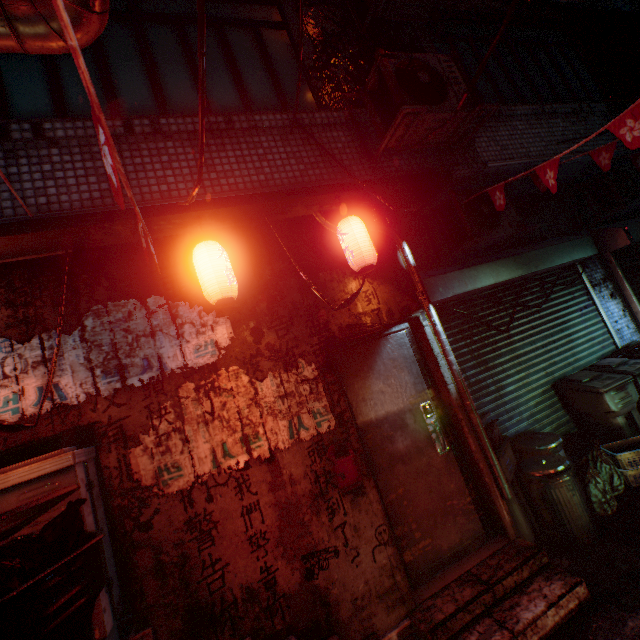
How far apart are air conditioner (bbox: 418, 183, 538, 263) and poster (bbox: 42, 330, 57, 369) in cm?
294

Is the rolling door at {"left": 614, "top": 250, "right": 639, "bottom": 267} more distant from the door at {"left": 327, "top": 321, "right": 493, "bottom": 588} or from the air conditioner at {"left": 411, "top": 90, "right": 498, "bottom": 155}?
the door at {"left": 327, "top": 321, "right": 493, "bottom": 588}

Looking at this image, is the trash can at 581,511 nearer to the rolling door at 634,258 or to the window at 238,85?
the rolling door at 634,258

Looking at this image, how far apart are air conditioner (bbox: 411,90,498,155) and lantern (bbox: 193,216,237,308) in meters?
1.8

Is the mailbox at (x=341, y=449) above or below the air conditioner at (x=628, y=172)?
below

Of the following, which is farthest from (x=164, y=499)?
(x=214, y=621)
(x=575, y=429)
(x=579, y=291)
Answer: (x=579, y=291)

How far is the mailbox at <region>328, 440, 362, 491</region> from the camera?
2.47m

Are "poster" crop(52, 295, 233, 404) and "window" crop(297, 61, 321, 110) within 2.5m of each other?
yes
